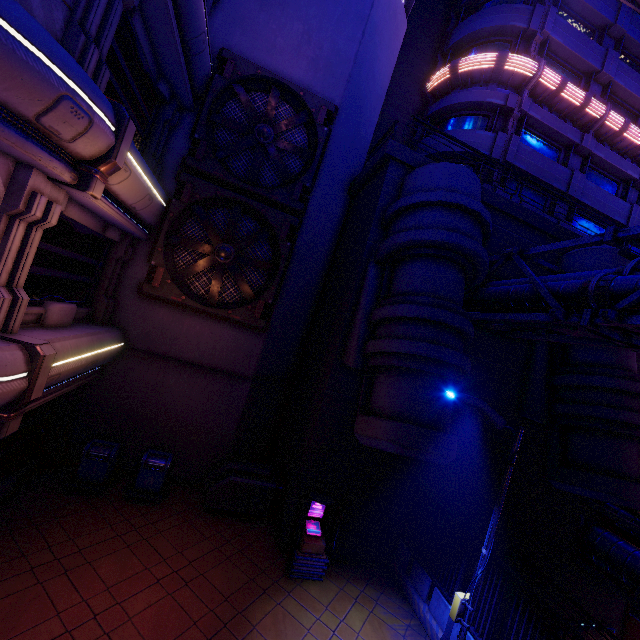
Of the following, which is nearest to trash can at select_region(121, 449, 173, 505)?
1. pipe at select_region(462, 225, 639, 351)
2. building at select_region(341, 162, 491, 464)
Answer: building at select_region(341, 162, 491, 464)

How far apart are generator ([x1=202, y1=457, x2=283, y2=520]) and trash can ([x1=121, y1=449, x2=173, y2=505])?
1.2 meters

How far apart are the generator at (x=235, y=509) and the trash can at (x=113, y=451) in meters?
2.6

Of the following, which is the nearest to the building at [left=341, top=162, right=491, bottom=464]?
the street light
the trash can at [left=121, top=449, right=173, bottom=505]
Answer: the street light

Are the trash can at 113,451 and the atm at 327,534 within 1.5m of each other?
no

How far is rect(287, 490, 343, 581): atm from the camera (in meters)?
8.59

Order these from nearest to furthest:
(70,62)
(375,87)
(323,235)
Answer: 1. (70,62)
2. (323,235)
3. (375,87)

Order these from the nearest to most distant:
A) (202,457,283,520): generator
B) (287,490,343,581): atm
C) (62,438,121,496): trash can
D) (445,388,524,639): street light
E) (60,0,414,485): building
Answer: (445,388,524,639): street light, (287,490,343,581): atm, (62,438,121,496): trash can, (202,457,283,520): generator, (60,0,414,485): building
